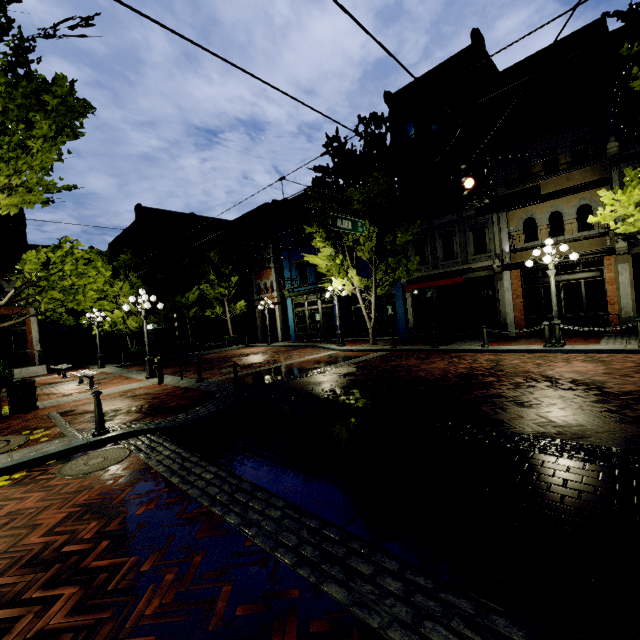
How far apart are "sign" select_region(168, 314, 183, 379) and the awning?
11.3 meters

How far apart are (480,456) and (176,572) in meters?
3.6

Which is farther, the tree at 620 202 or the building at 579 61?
the building at 579 61

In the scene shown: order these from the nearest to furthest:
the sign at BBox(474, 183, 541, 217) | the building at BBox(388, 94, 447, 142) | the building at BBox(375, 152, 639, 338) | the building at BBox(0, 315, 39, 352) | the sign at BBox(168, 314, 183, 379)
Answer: the sign at BBox(474, 183, 541, 217) → the sign at BBox(168, 314, 183, 379) → the building at BBox(375, 152, 639, 338) → the building at BBox(388, 94, 447, 142) → the building at BBox(0, 315, 39, 352)

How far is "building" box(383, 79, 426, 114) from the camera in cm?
1762

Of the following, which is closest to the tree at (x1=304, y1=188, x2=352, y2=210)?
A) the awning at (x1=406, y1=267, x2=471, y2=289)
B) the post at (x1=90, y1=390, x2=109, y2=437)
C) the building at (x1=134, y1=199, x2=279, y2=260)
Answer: the awning at (x1=406, y1=267, x2=471, y2=289)

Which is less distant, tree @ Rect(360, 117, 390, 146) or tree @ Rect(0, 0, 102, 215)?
tree @ Rect(0, 0, 102, 215)

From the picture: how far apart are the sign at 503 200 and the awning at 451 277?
5.7m
